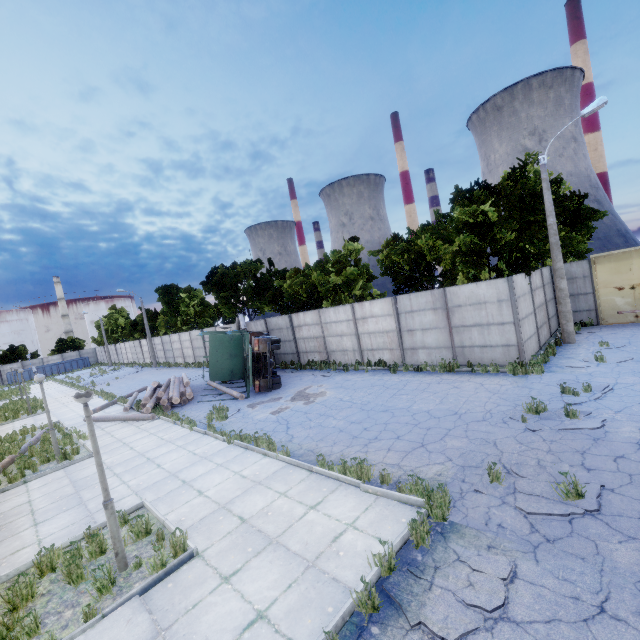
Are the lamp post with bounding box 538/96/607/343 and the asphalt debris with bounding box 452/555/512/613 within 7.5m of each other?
no

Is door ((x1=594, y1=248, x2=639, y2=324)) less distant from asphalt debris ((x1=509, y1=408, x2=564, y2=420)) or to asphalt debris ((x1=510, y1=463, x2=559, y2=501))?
asphalt debris ((x1=509, y1=408, x2=564, y2=420))

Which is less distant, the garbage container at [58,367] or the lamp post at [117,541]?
the lamp post at [117,541]

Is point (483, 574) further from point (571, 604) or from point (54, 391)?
point (54, 391)

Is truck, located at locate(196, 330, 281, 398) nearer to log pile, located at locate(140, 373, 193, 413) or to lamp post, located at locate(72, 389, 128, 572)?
log pile, located at locate(140, 373, 193, 413)

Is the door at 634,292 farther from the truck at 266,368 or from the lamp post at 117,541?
the lamp post at 117,541

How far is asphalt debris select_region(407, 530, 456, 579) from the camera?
4.6 meters

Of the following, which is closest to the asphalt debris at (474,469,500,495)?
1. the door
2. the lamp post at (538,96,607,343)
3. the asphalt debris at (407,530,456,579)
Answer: the asphalt debris at (407,530,456,579)
